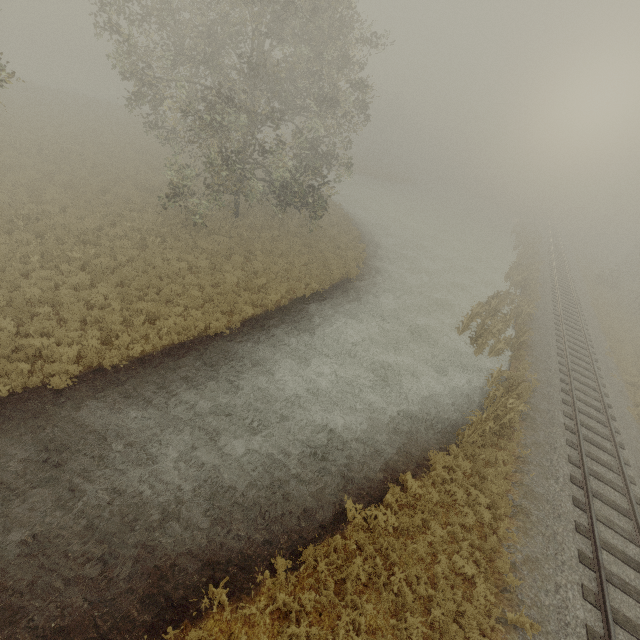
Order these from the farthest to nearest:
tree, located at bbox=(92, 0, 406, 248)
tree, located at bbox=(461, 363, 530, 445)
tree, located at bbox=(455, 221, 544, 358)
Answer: tree, located at bbox=(455, 221, 544, 358) < tree, located at bbox=(92, 0, 406, 248) < tree, located at bbox=(461, 363, 530, 445)

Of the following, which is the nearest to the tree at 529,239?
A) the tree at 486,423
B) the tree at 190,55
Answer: the tree at 486,423

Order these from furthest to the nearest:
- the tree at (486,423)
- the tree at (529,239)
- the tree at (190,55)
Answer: the tree at (529,239)
the tree at (190,55)
the tree at (486,423)

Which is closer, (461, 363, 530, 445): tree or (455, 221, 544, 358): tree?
(461, 363, 530, 445): tree

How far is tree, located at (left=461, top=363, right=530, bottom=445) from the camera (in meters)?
11.71

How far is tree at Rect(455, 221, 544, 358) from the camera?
18.0 meters

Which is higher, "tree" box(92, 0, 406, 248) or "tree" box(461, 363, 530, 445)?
"tree" box(92, 0, 406, 248)

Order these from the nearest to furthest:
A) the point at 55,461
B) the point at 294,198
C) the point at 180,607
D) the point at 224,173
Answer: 1. the point at 180,607
2. the point at 55,461
3. the point at 224,173
4. the point at 294,198
